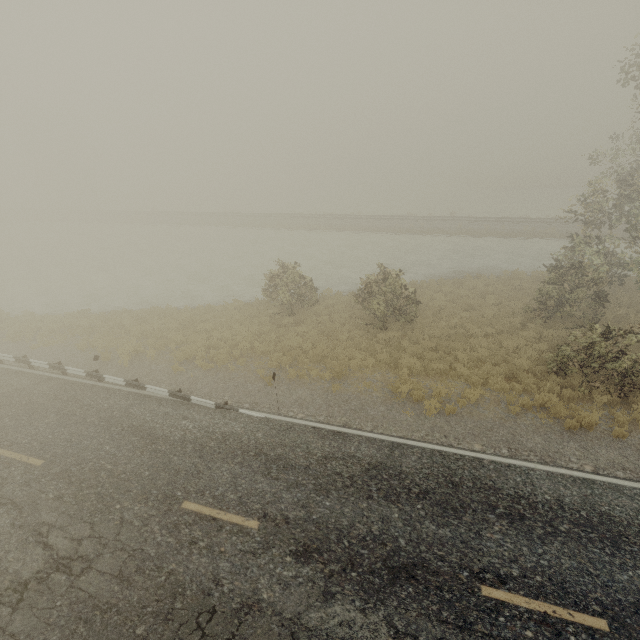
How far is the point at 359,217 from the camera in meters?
37.6 m
